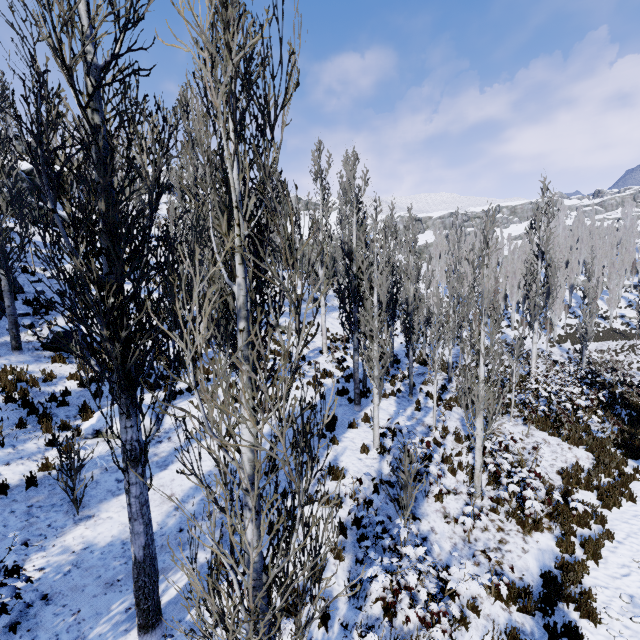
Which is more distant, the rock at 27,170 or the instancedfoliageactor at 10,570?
the rock at 27,170

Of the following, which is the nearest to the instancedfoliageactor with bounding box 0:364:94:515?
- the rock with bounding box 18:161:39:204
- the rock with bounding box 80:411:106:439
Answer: the rock with bounding box 80:411:106:439

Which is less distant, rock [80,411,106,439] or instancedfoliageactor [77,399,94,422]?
rock [80,411,106,439]

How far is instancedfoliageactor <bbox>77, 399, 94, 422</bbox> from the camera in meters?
9.3

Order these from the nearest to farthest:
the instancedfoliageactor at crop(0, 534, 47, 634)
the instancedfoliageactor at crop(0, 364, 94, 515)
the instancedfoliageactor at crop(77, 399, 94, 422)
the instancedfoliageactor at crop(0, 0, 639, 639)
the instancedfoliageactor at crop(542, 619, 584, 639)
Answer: the instancedfoliageactor at crop(0, 0, 639, 639), the instancedfoliageactor at crop(0, 534, 47, 634), the instancedfoliageactor at crop(542, 619, 584, 639), the instancedfoliageactor at crop(0, 364, 94, 515), the instancedfoliageactor at crop(77, 399, 94, 422)

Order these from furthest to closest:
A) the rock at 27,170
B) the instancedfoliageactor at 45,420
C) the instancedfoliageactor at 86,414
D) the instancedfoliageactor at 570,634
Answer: the rock at 27,170 < the instancedfoliageactor at 86,414 < the instancedfoliageactor at 45,420 < the instancedfoliageactor at 570,634

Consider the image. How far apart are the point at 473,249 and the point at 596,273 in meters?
20.9 m

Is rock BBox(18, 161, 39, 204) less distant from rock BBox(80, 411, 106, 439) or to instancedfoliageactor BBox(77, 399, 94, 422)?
instancedfoliageactor BBox(77, 399, 94, 422)
